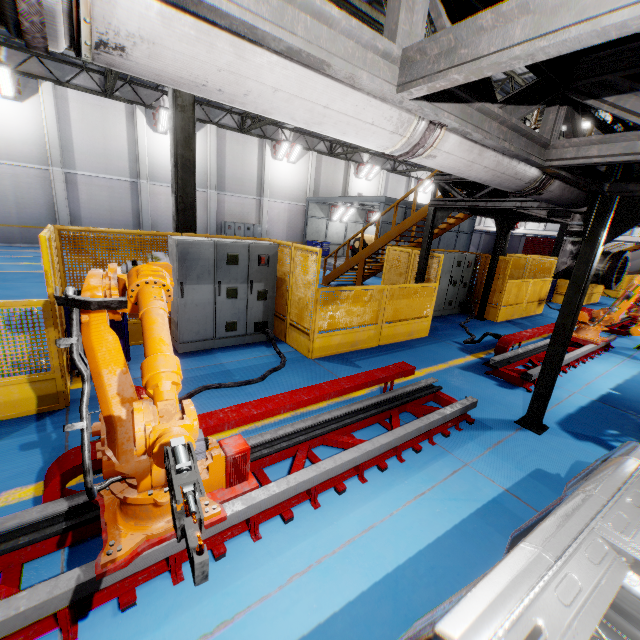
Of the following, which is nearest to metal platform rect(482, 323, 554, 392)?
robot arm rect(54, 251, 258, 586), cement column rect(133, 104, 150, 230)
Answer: robot arm rect(54, 251, 258, 586)

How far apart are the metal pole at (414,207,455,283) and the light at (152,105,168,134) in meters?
17.2

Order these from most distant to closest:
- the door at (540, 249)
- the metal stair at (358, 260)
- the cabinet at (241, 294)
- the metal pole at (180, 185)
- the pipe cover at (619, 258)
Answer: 1. the door at (540, 249)
2. the metal stair at (358, 260)
3. the metal pole at (180, 185)
4. the cabinet at (241, 294)
5. the pipe cover at (619, 258)

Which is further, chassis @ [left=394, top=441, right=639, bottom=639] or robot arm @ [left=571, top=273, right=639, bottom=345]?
robot arm @ [left=571, top=273, right=639, bottom=345]

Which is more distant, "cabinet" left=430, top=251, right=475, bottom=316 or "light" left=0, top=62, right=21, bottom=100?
"light" left=0, top=62, right=21, bottom=100

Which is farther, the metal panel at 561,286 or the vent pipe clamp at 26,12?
the metal panel at 561,286

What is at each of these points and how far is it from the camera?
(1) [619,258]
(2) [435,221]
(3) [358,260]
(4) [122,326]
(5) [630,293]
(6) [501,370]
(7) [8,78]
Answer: (1) pipe cover, 4.57m
(2) metal pole, 8.25m
(3) metal stair, 12.92m
(4) toolbox, 5.22m
(5) robot arm, 7.68m
(6) metal platform, 6.51m
(7) light, 14.47m

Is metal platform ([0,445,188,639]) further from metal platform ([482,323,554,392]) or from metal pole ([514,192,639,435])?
metal platform ([482,323,554,392])
